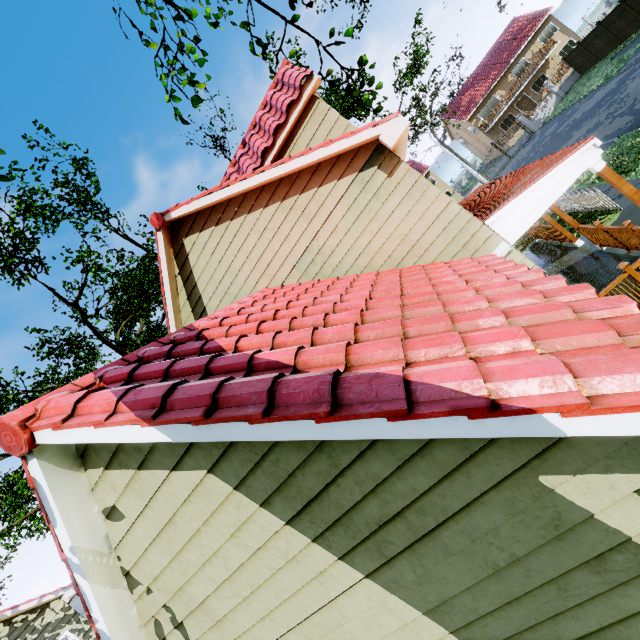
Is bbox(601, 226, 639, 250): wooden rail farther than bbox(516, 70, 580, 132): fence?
No

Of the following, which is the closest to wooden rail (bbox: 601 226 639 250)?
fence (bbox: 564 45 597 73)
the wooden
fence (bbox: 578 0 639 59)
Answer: the wooden

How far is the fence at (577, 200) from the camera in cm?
1017

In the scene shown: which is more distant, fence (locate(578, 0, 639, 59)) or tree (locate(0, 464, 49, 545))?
fence (locate(578, 0, 639, 59))

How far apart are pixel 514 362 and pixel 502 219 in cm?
523

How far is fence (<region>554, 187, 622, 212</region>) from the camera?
10.2 meters

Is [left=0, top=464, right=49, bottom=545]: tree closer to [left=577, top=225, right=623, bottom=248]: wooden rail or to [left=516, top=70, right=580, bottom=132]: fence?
[left=516, top=70, right=580, bottom=132]: fence
